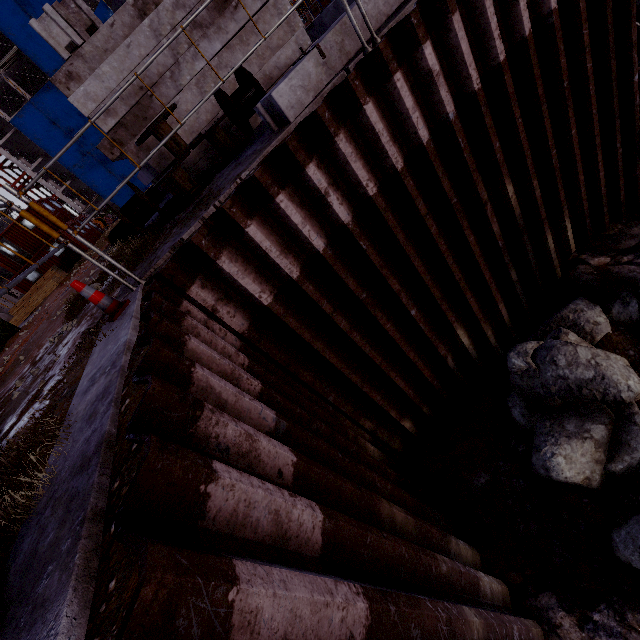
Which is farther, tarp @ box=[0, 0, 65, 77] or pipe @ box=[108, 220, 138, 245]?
tarp @ box=[0, 0, 65, 77]

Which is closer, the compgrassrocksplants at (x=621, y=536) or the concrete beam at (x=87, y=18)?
the compgrassrocksplants at (x=621, y=536)

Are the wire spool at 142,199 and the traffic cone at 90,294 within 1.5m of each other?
no

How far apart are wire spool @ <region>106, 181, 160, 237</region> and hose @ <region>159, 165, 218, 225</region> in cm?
9

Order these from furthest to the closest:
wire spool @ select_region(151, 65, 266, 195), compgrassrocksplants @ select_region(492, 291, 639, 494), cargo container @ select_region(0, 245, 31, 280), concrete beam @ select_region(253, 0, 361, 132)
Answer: cargo container @ select_region(0, 245, 31, 280) → wire spool @ select_region(151, 65, 266, 195) → compgrassrocksplants @ select_region(492, 291, 639, 494) → concrete beam @ select_region(253, 0, 361, 132)

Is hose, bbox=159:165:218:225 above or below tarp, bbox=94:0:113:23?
below

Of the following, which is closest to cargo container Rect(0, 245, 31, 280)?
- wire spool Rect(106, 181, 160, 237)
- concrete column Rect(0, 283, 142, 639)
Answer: wire spool Rect(106, 181, 160, 237)

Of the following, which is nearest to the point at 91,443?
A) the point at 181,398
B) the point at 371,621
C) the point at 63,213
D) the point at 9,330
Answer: the point at 181,398
